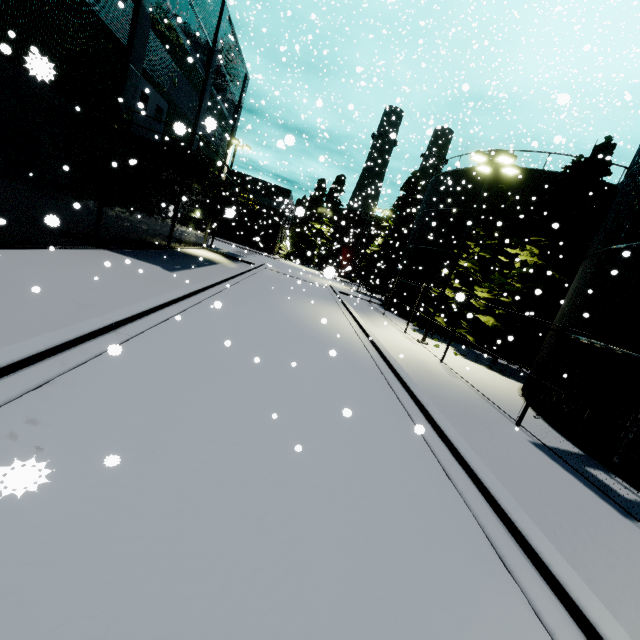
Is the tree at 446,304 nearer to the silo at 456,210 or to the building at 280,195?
the silo at 456,210

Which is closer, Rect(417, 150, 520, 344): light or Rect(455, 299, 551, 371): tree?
Rect(417, 150, 520, 344): light

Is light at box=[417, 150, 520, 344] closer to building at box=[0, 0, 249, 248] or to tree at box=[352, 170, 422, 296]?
building at box=[0, 0, 249, 248]

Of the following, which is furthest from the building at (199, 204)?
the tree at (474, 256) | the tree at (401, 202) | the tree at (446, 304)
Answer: the tree at (474, 256)

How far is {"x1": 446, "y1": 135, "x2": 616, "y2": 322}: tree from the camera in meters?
16.0

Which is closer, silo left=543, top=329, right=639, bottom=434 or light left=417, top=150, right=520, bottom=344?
silo left=543, top=329, right=639, bottom=434

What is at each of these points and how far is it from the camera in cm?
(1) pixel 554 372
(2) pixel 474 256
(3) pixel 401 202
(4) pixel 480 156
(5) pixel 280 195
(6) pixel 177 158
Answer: (1) silo, 1120
(2) tree, 2117
(3) tree, 3538
(4) light, 1584
(5) building, 5203
(6) balcony, 1619

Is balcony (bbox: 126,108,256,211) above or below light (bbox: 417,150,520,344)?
below
